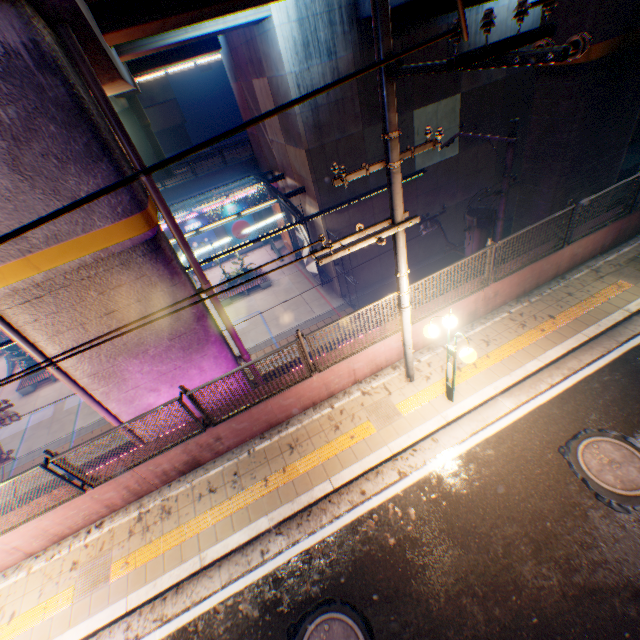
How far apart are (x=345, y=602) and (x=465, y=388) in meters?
4.7 m

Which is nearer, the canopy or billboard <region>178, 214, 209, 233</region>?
the canopy

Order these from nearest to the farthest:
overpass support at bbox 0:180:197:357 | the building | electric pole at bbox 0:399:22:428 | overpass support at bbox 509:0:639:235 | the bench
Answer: overpass support at bbox 0:180:197:357, overpass support at bbox 509:0:639:235, electric pole at bbox 0:399:22:428, the bench, the building

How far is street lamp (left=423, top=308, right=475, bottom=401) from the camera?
5.7 meters

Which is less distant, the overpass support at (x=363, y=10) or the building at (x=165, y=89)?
the overpass support at (x=363, y=10)

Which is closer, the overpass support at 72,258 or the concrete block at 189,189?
the overpass support at 72,258

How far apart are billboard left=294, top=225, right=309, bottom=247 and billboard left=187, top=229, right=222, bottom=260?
9.81m

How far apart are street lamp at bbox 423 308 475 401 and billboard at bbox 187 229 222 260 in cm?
2444
